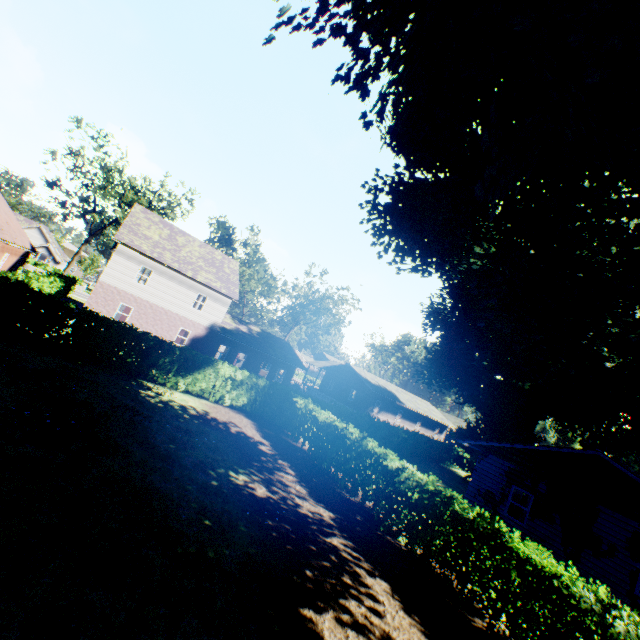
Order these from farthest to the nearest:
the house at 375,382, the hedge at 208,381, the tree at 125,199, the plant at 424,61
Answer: the house at 375,382 → the tree at 125,199 → the hedge at 208,381 → the plant at 424,61

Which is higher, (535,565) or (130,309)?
(535,565)

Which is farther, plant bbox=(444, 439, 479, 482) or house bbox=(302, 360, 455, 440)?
house bbox=(302, 360, 455, 440)

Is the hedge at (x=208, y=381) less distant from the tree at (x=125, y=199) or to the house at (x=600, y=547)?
the tree at (x=125, y=199)

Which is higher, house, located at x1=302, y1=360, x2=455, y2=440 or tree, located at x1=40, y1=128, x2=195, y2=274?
tree, located at x1=40, y1=128, x2=195, y2=274

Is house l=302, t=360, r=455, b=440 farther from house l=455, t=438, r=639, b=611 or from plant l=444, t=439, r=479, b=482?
house l=455, t=438, r=639, b=611

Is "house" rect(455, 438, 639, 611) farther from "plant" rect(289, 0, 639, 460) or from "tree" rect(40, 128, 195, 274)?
"tree" rect(40, 128, 195, 274)

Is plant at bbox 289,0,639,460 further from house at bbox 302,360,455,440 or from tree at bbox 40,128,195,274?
house at bbox 302,360,455,440
